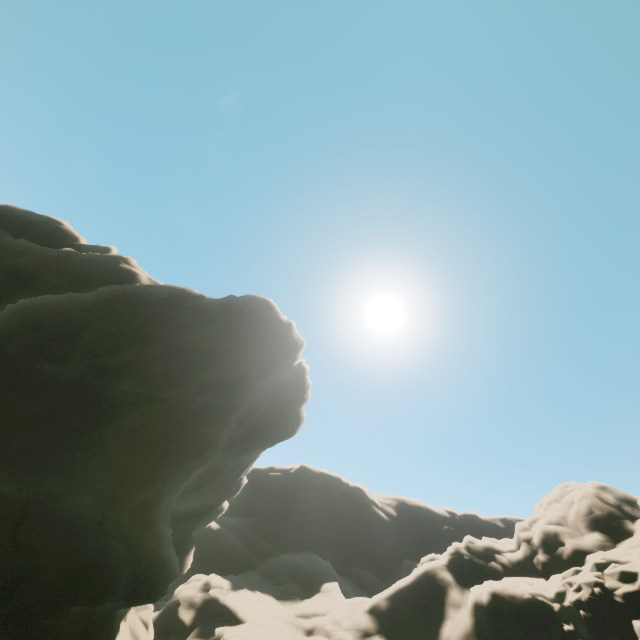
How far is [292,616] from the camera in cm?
2444
